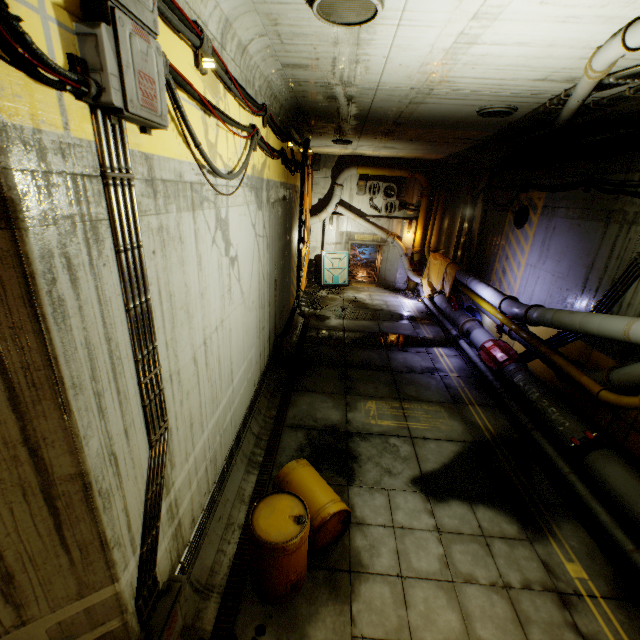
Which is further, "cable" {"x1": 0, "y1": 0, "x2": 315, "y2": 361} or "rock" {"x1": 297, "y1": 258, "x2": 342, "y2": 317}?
"rock" {"x1": 297, "y1": 258, "x2": 342, "y2": 317}

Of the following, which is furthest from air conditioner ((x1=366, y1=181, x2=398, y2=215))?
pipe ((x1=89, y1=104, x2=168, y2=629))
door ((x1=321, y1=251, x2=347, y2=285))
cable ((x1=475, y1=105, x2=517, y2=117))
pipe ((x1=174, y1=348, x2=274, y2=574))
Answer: pipe ((x1=89, y1=104, x2=168, y2=629))

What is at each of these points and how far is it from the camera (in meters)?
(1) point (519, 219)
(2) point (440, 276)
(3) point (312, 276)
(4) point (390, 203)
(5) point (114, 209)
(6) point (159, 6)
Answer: (1) cable, 11.56
(2) cloth, 15.96
(3) rock, 19.72
(4) air conditioner, 17.75
(5) pipe, 2.22
(6) cable, 2.51

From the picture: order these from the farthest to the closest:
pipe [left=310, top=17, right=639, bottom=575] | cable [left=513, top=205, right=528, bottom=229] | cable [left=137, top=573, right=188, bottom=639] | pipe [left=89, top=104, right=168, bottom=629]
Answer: cable [left=513, top=205, right=528, bottom=229] < pipe [left=310, top=17, right=639, bottom=575] < cable [left=137, top=573, right=188, bottom=639] < pipe [left=89, top=104, right=168, bottom=629]

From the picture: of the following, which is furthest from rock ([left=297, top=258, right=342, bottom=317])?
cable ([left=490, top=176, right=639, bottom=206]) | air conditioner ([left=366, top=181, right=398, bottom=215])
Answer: cable ([left=490, top=176, right=639, bottom=206])

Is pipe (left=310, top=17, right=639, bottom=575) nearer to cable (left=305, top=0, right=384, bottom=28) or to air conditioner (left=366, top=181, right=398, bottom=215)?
air conditioner (left=366, top=181, right=398, bottom=215)

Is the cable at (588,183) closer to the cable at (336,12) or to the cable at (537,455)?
the cable at (537,455)

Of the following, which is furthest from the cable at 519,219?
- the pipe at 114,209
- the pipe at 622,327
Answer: the pipe at 114,209
